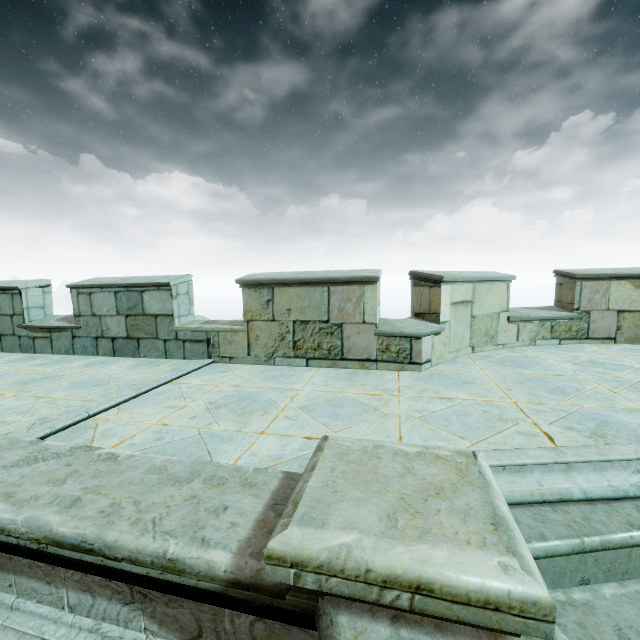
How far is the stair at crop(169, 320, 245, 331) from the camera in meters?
5.5 m

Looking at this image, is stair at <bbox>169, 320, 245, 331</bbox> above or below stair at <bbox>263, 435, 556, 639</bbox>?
above

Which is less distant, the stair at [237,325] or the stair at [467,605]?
the stair at [467,605]

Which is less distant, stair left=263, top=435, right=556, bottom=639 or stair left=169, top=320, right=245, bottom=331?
stair left=263, top=435, right=556, bottom=639

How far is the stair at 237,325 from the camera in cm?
548

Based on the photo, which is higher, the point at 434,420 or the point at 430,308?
the point at 430,308
